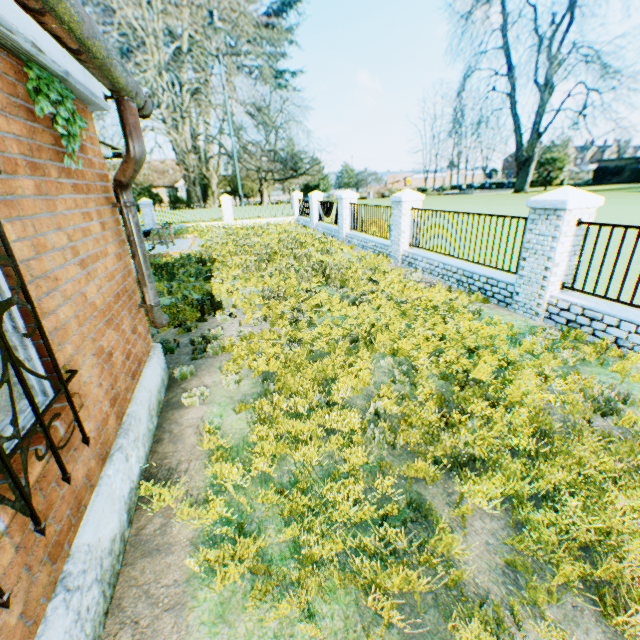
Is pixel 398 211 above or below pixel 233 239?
above

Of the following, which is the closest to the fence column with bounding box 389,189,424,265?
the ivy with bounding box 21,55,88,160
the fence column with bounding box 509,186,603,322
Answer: the fence column with bounding box 509,186,603,322

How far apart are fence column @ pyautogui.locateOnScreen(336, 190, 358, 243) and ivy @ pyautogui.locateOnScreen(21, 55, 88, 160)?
13.37m

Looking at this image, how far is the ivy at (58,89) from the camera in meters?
2.4

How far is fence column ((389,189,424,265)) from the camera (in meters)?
10.74

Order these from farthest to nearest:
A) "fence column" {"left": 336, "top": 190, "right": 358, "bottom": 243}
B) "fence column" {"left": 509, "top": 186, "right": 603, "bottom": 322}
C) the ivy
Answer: "fence column" {"left": 336, "top": 190, "right": 358, "bottom": 243} < "fence column" {"left": 509, "top": 186, "right": 603, "bottom": 322} < the ivy

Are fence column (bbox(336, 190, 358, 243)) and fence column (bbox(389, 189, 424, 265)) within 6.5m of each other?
yes

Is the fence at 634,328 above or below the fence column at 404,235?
below
